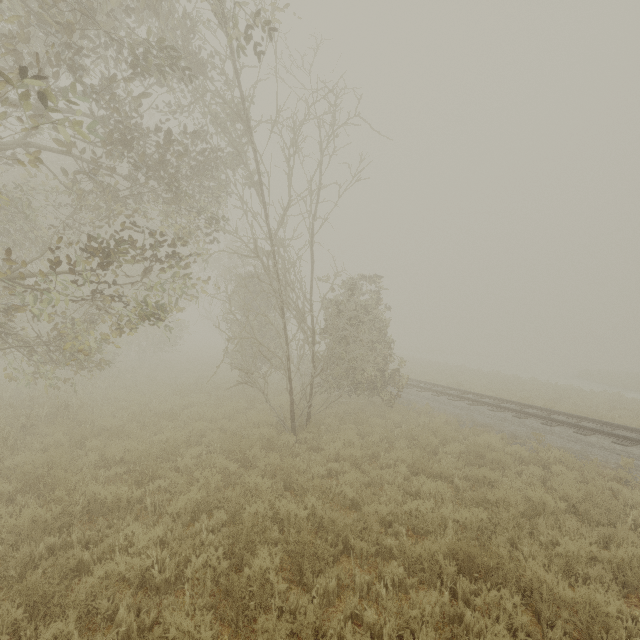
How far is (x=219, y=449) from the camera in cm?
862
